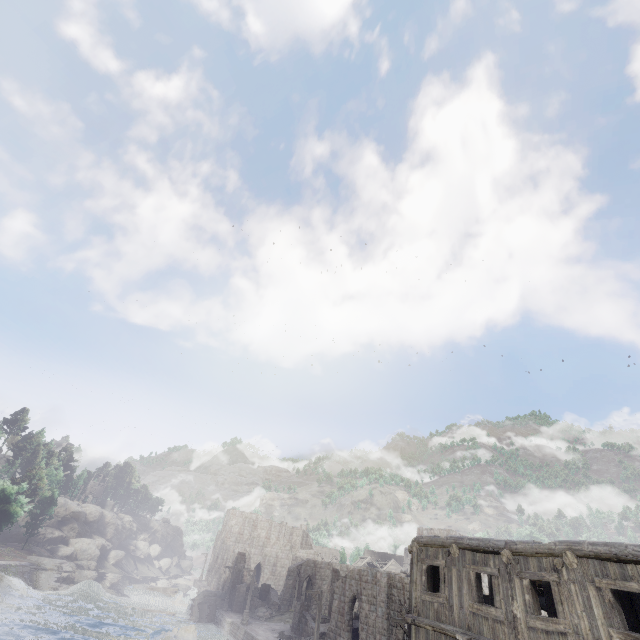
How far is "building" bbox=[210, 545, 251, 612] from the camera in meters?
44.1 m

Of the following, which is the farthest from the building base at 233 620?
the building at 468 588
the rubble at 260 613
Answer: the building at 468 588

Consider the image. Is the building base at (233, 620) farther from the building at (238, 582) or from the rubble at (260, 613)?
the building at (238, 582)

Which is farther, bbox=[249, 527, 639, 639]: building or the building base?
the building base

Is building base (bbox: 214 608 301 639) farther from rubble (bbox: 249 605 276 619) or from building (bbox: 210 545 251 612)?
building (bbox: 210 545 251 612)

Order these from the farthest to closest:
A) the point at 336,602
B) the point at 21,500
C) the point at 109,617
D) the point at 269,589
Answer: the point at 269,589 → the point at 21,500 → the point at 109,617 → the point at 336,602

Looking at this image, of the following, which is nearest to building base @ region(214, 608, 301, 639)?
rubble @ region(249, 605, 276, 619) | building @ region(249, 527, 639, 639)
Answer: rubble @ region(249, 605, 276, 619)

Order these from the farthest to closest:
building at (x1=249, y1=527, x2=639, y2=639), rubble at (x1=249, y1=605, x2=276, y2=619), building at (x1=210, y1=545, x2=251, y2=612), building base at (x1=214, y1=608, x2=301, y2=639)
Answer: building at (x1=210, y1=545, x2=251, y2=612) → rubble at (x1=249, y1=605, x2=276, y2=619) → building base at (x1=214, y1=608, x2=301, y2=639) → building at (x1=249, y1=527, x2=639, y2=639)
